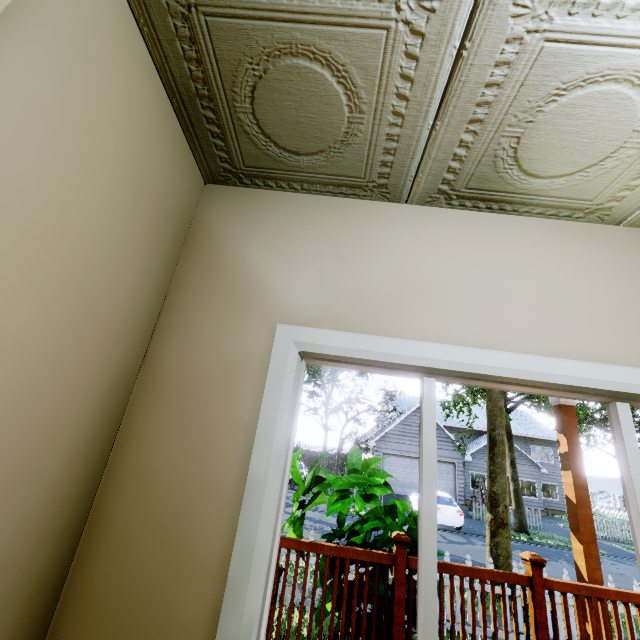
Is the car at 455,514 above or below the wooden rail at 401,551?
below

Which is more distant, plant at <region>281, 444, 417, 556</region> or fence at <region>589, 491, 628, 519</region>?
fence at <region>589, 491, 628, 519</region>

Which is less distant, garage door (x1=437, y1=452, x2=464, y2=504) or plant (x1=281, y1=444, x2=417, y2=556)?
plant (x1=281, y1=444, x2=417, y2=556)

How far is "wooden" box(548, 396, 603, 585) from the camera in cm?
335

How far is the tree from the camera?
7.7m

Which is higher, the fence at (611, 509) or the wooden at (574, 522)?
the wooden at (574, 522)

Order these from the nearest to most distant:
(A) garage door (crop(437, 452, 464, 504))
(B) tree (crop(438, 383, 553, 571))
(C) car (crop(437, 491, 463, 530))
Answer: (B) tree (crop(438, 383, 553, 571)) < (C) car (crop(437, 491, 463, 530)) < (A) garage door (crop(437, 452, 464, 504))

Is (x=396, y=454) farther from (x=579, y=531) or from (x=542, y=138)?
(x=542, y=138)
